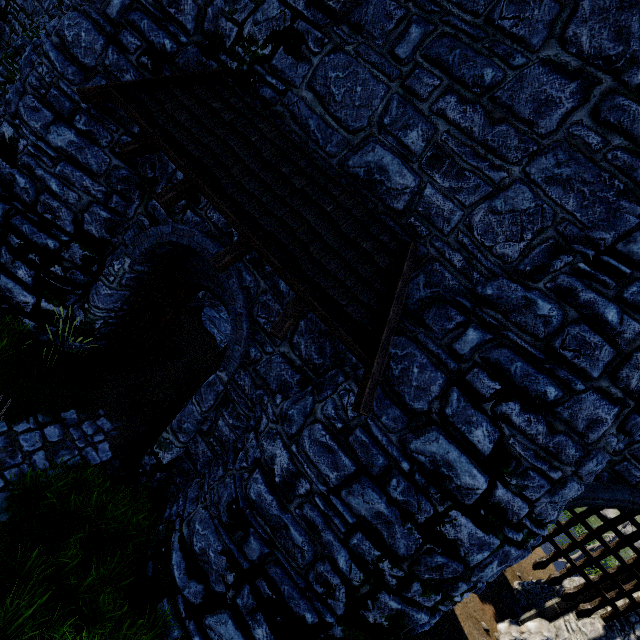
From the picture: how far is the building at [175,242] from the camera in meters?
5.6 m

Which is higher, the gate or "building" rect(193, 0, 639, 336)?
"building" rect(193, 0, 639, 336)

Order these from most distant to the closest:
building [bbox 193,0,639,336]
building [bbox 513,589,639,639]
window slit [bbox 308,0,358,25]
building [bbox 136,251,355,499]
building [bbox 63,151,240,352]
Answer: building [bbox 513,589,639,639] → building [bbox 63,151,240,352] → building [bbox 136,251,355,499] → window slit [bbox 308,0,358,25] → building [bbox 193,0,639,336]

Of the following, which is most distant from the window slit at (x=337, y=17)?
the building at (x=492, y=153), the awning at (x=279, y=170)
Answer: the awning at (x=279, y=170)

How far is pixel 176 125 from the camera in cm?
471

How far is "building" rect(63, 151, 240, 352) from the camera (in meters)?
5.56

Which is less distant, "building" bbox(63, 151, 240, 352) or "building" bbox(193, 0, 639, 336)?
"building" bbox(193, 0, 639, 336)

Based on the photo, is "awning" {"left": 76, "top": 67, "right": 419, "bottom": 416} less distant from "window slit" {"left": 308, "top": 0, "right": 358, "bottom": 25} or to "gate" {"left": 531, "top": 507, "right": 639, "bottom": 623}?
"window slit" {"left": 308, "top": 0, "right": 358, "bottom": 25}
